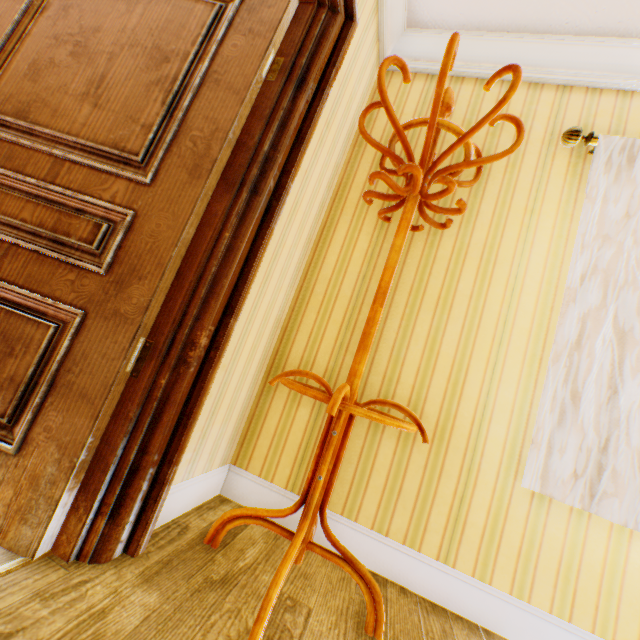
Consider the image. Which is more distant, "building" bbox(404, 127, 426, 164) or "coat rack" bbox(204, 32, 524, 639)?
"building" bbox(404, 127, 426, 164)

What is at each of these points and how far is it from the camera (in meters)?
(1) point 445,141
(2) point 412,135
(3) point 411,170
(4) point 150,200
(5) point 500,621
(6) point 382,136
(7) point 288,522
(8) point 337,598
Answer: (1) building, 2.05
(2) building, 2.11
(3) coat rack, 1.29
(4) childactor, 1.15
(5) building, 1.41
(6) building, 2.15
(7) building, 1.67
(8) building, 1.25

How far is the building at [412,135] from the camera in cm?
207

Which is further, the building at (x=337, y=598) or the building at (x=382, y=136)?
the building at (x=382, y=136)

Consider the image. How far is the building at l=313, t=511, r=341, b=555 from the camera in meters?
1.6 m

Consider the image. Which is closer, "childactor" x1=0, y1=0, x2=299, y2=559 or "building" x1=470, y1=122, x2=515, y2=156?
"childactor" x1=0, y1=0, x2=299, y2=559

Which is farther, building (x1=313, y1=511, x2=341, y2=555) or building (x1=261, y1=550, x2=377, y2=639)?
building (x1=313, y1=511, x2=341, y2=555)

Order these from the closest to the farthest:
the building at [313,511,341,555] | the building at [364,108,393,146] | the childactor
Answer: the childactor, the building at [313,511,341,555], the building at [364,108,393,146]
